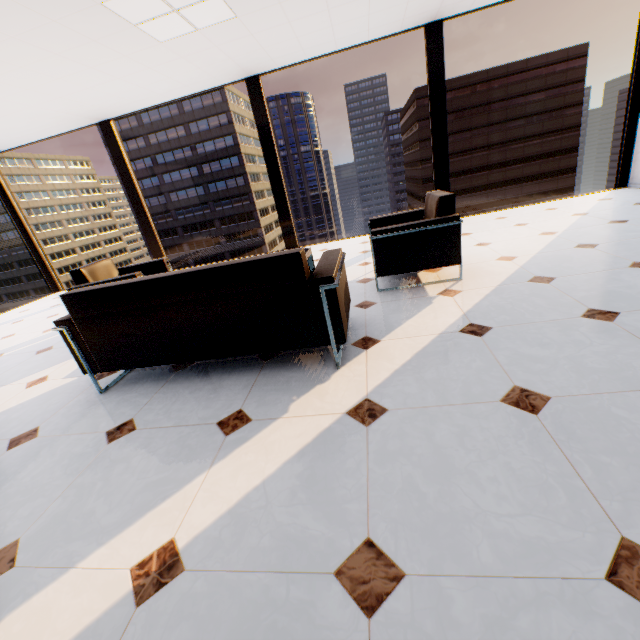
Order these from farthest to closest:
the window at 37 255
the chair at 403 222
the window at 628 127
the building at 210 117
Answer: the building at 210 117, the window at 37 255, the window at 628 127, the chair at 403 222

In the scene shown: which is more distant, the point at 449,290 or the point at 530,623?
the point at 449,290

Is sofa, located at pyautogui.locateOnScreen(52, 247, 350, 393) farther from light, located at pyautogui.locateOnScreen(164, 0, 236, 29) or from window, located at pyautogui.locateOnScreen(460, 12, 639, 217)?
window, located at pyautogui.locateOnScreen(460, 12, 639, 217)

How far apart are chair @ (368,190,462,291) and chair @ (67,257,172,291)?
2.60m

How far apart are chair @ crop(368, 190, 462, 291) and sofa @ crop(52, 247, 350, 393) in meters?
0.6 m

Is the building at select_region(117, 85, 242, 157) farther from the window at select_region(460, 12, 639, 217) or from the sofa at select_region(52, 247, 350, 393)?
the sofa at select_region(52, 247, 350, 393)

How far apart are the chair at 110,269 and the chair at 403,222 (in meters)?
2.60

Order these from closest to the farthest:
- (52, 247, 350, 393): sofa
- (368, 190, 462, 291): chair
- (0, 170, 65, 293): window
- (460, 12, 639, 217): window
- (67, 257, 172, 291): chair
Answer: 1. (52, 247, 350, 393): sofa
2. (368, 190, 462, 291): chair
3. (67, 257, 172, 291): chair
4. (460, 12, 639, 217): window
5. (0, 170, 65, 293): window
